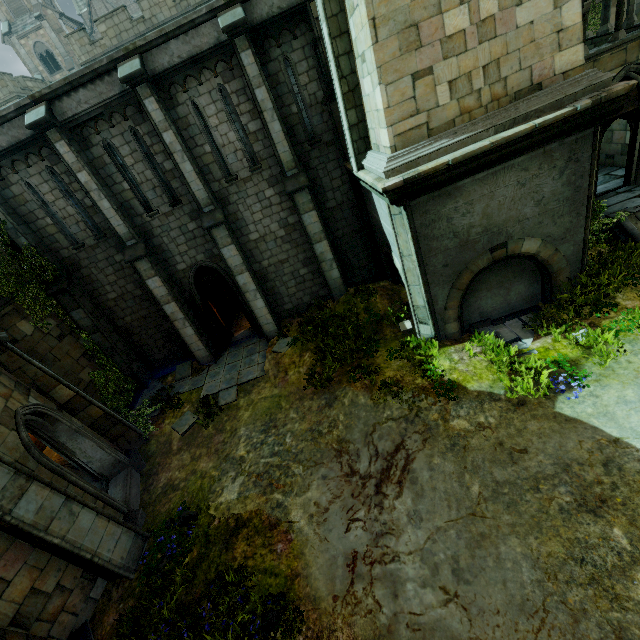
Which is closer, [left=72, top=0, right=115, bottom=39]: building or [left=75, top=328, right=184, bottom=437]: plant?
[left=75, top=328, right=184, bottom=437]: plant

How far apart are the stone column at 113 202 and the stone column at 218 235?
2.3m

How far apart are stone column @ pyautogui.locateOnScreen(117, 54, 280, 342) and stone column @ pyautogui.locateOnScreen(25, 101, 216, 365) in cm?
231

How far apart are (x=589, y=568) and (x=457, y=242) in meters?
6.6

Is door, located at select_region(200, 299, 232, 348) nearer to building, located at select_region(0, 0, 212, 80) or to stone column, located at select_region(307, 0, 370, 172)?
stone column, located at select_region(307, 0, 370, 172)

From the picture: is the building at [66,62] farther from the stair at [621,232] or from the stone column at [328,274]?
the stone column at [328,274]

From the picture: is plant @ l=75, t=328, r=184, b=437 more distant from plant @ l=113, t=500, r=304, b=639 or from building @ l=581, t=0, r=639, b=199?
building @ l=581, t=0, r=639, b=199

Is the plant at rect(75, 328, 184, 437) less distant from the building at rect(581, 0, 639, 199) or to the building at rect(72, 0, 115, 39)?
the building at rect(581, 0, 639, 199)
